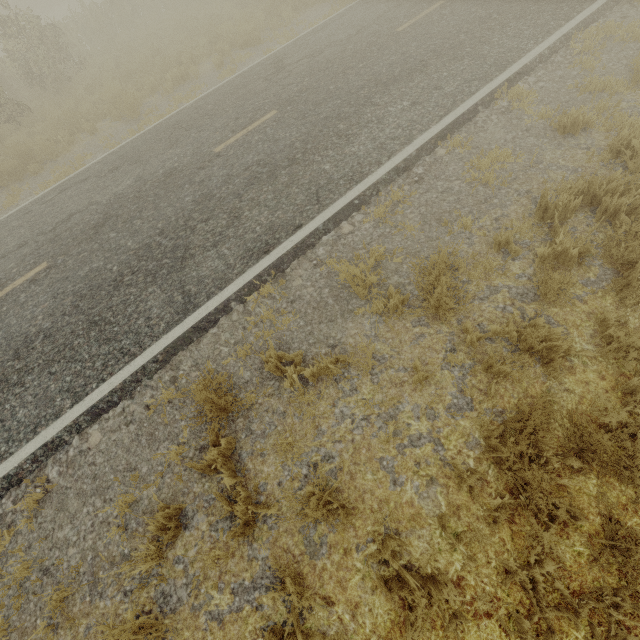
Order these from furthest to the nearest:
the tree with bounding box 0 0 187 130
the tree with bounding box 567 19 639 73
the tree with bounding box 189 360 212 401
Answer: the tree with bounding box 0 0 187 130 → the tree with bounding box 567 19 639 73 → the tree with bounding box 189 360 212 401

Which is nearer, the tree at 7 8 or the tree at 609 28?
the tree at 609 28

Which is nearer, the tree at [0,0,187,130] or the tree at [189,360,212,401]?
the tree at [189,360,212,401]

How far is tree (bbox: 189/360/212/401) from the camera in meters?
3.5 m

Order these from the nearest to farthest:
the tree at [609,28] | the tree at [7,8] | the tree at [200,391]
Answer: the tree at [200,391]
the tree at [609,28]
the tree at [7,8]

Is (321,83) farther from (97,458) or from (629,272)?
(97,458)

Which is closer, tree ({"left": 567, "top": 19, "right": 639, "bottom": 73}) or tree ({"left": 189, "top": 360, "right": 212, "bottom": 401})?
tree ({"left": 189, "top": 360, "right": 212, "bottom": 401})
